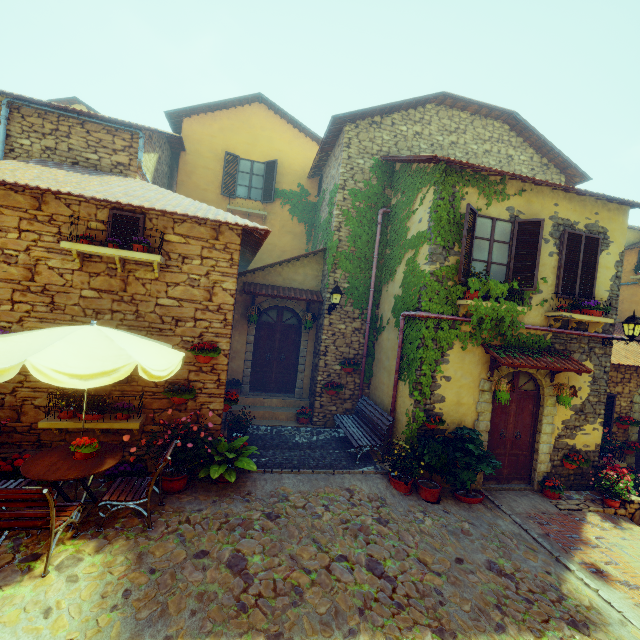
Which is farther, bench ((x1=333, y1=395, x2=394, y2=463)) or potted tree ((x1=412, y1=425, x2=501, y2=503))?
bench ((x1=333, y1=395, x2=394, y2=463))

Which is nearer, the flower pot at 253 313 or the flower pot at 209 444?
the flower pot at 209 444

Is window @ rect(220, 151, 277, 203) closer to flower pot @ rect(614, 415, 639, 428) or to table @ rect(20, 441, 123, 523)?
table @ rect(20, 441, 123, 523)

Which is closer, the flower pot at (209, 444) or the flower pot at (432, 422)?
the flower pot at (209, 444)

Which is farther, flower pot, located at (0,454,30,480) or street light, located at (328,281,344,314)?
street light, located at (328,281,344,314)

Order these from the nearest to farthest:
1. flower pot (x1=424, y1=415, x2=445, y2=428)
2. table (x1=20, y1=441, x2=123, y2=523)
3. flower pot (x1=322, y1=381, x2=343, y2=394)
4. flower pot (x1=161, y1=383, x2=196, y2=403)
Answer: table (x1=20, y1=441, x2=123, y2=523) → flower pot (x1=161, y1=383, x2=196, y2=403) → flower pot (x1=424, y1=415, x2=445, y2=428) → flower pot (x1=322, y1=381, x2=343, y2=394)

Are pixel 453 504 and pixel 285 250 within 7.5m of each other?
no

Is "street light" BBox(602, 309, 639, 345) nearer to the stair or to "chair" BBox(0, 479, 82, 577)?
the stair
